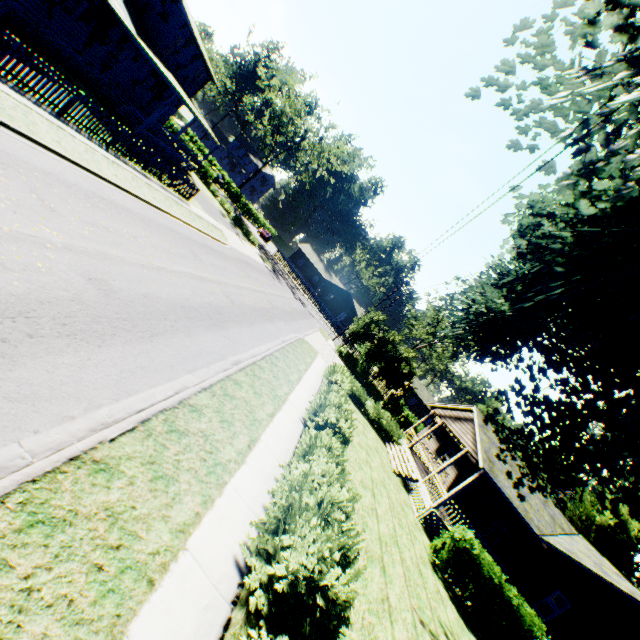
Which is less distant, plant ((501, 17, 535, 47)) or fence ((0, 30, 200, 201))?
plant ((501, 17, 535, 47))

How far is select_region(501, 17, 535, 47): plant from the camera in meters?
8.0

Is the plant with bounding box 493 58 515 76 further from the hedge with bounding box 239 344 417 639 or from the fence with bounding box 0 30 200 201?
the hedge with bounding box 239 344 417 639

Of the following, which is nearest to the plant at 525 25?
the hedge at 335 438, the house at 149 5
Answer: the house at 149 5

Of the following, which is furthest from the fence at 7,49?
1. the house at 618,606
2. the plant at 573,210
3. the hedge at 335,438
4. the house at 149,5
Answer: the house at 618,606

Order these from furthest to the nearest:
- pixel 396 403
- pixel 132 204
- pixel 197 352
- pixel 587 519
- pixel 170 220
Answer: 1. pixel 396 403
2. pixel 587 519
3. pixel 170 220
4. pixel 132 204
5. pixel 197 352

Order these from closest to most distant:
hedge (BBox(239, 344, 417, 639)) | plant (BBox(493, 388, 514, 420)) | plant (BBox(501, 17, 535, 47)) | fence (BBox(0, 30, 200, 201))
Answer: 1. hedge (BBox(239, 344, 417, 639))
2. plant (BBox(501, 17, 535, 47))
3. plant (BBox(493, 388, 514, 420))
4. fence (BBox(0, 30, 200, 201))
